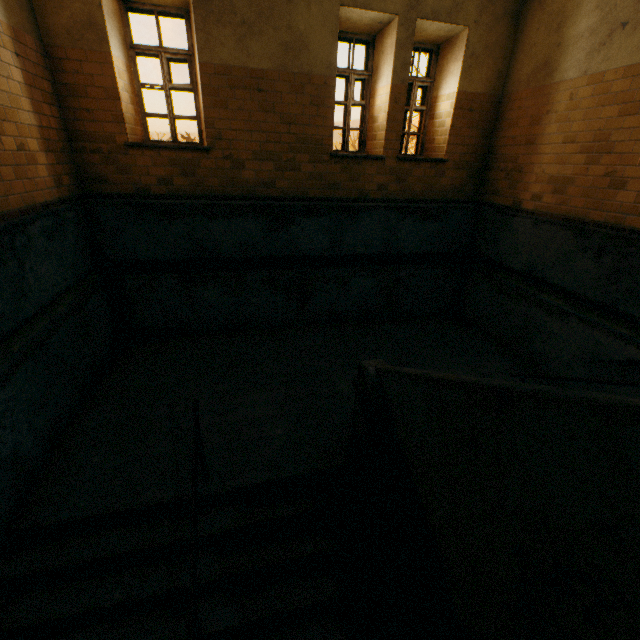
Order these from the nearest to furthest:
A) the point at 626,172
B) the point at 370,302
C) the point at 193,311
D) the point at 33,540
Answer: the point at 33,540, the point at 626,172, the point at 193,311, the point at 370,302

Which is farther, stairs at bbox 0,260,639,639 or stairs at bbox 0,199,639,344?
stairs at bbox 0,199,639,344

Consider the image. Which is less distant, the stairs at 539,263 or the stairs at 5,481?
the stairs at 5,481
